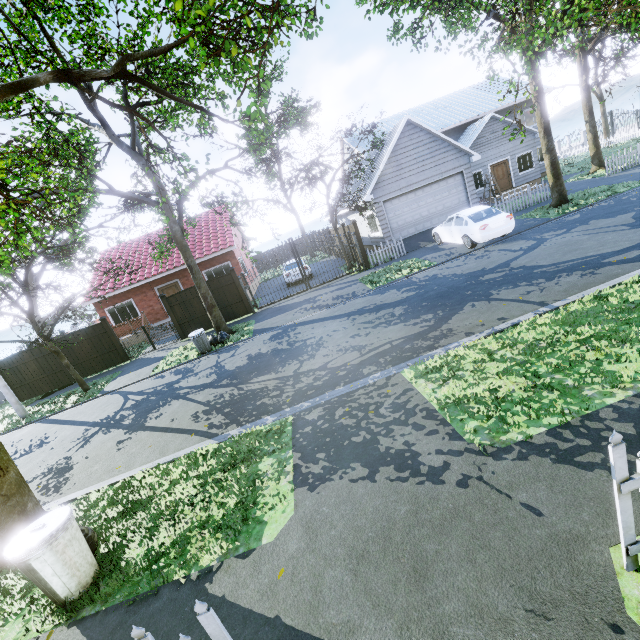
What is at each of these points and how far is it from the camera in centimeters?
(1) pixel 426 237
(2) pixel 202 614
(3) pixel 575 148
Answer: (1) garage entrance, 1812cm
(2) fence, 197cm
(3) fence, 3847cm

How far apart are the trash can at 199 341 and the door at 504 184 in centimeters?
2298cm

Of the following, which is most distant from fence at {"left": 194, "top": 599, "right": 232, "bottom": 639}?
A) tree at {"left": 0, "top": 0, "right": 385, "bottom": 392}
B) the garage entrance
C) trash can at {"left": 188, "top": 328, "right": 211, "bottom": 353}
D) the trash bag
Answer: trash can at {"left": 188, "top": 328, "right": 211, "bottom": 353}

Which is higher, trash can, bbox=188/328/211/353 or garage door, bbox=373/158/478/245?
garage door, bbox=373/158/478/245

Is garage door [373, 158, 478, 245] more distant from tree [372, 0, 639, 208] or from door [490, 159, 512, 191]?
door [490, 159, 512, 191]

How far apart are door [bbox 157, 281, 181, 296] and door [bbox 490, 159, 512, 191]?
23.6 meters

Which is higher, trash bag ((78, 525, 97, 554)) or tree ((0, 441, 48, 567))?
tree ((0, 441, 48, 567))

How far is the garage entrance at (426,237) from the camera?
17.7 meters
